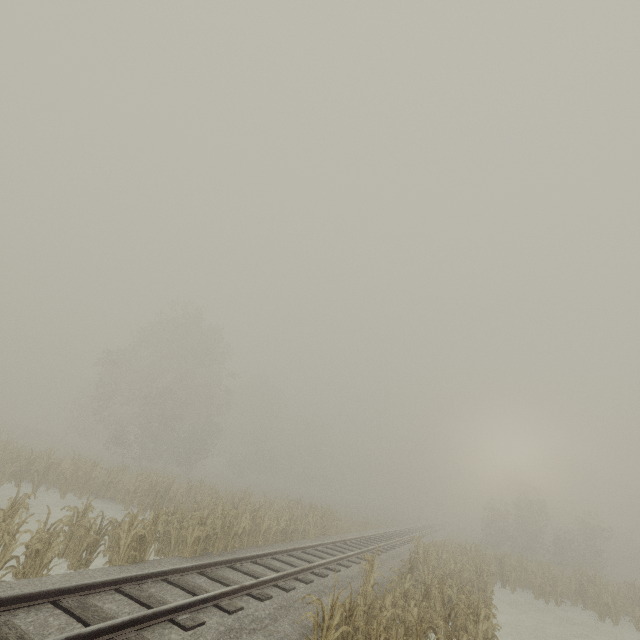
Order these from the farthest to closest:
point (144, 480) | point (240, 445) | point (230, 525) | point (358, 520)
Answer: point (240, 445), point (358, 520), point (144, 480), point (230, 525)
